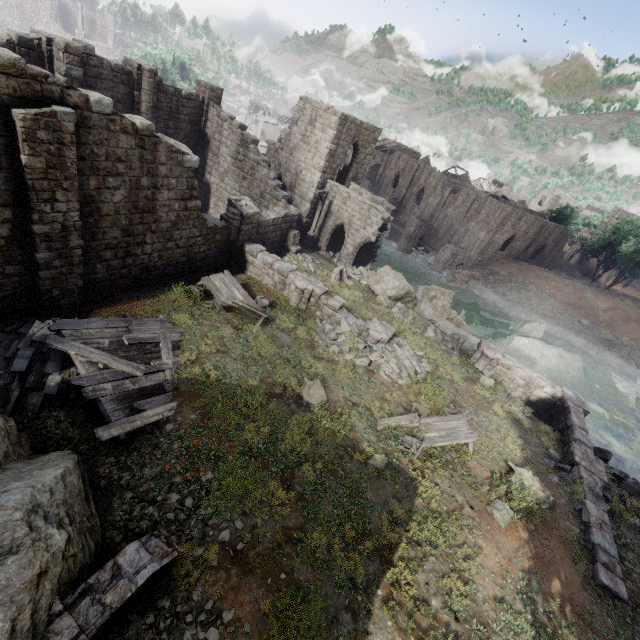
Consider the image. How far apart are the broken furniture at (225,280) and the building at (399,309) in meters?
8.1 m

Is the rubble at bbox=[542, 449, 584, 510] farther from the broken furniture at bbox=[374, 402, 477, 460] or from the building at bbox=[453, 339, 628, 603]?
the broken furniture at bbox=[374, 402, 477, 460]

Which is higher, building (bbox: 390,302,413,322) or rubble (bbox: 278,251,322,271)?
building (bbox: 390,302,413,322)

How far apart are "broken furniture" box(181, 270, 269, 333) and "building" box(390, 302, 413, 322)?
8.10m

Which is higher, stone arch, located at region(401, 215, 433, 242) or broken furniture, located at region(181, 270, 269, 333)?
broken furniture, located at region(181, 270, 269, 333)

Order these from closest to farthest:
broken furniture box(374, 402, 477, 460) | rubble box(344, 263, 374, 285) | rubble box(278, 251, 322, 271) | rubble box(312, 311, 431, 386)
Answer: broken furniture box(374, 402, 477, 460)
rubble box(312, 311, 431, 386)
rubble box(278, 251, 322, 271)
rubble box(344, 263, 374, 285)

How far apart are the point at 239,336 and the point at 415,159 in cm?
5504

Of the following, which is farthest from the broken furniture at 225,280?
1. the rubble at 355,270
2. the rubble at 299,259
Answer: the rubble at 355,270
